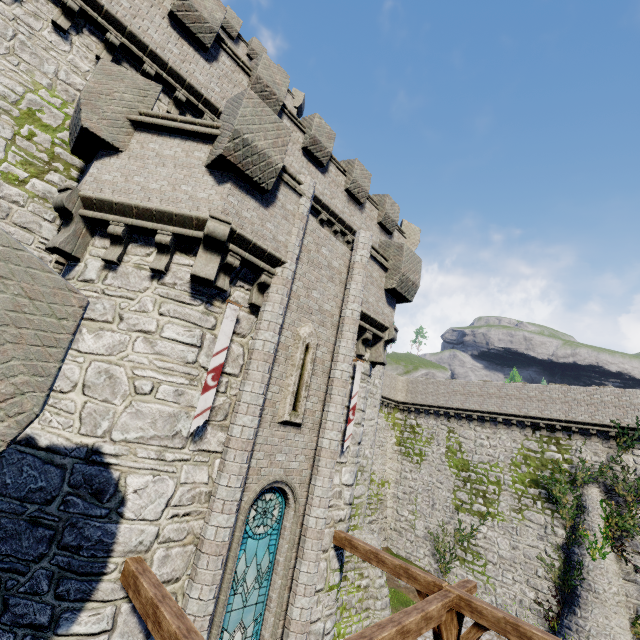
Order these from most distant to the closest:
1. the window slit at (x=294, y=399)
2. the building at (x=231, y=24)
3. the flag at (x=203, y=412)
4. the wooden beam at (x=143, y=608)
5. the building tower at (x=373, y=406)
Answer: the building at (x=231, y=24)
the building tower at (x=373, y=406)
the window slit at (x=294, y=399)
the flag at (x=203, y=412)
the wooden beam at (x=143, y=608)

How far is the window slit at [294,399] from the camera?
8.35m

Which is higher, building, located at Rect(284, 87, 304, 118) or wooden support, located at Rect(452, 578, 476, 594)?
building, located at Rect(284, 87, 304, 118)

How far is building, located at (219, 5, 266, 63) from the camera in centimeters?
2420cm

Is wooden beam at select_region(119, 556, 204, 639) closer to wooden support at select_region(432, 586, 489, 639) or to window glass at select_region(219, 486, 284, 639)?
window glass at select_region(219, 486, 284, 639)

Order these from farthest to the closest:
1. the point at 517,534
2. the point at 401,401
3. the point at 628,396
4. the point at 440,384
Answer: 1. the point at 401,401
2. the point at 440,384
3. the point at 517,534
4. the point at 628,396

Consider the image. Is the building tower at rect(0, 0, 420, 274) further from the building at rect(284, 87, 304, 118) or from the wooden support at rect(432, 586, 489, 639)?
the wooden support at rect(432, 586, 489, 639)

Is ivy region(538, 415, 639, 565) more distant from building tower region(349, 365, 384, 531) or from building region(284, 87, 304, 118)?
building region(284, 87, 304, 118)
